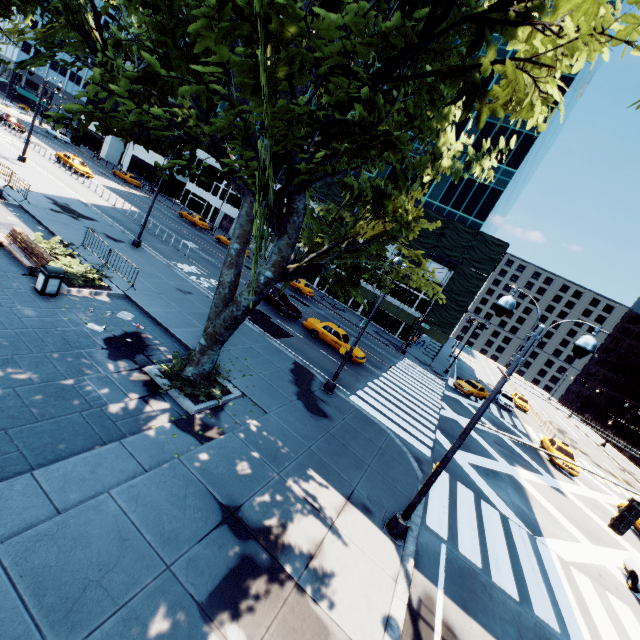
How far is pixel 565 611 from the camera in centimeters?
995cm

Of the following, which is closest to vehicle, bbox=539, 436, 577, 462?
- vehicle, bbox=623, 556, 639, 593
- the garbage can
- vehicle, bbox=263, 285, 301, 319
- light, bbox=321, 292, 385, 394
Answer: vehicle, bbox=623, 556, 639, 593

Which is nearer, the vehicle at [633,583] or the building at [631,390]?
the vehicle at [633,583]

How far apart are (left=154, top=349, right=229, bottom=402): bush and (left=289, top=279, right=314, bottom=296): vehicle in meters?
25.6

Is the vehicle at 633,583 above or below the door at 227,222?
below

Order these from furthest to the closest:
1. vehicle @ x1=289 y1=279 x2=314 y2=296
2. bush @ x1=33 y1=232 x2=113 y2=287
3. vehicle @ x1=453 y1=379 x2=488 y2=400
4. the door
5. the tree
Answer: the door < vehicle @ x1=289 y1=279 x2=314 y2=296 < vehicle @ x1=453 y1=379 x2=488 y2=400 < bush @ x1=33 y1=232 x2=113 y2=287 < the tree

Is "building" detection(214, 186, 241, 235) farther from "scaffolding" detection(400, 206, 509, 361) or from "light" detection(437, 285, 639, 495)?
"light" detection(437, 285, 639, 495)

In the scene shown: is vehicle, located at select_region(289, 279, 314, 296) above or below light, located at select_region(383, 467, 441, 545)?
above
